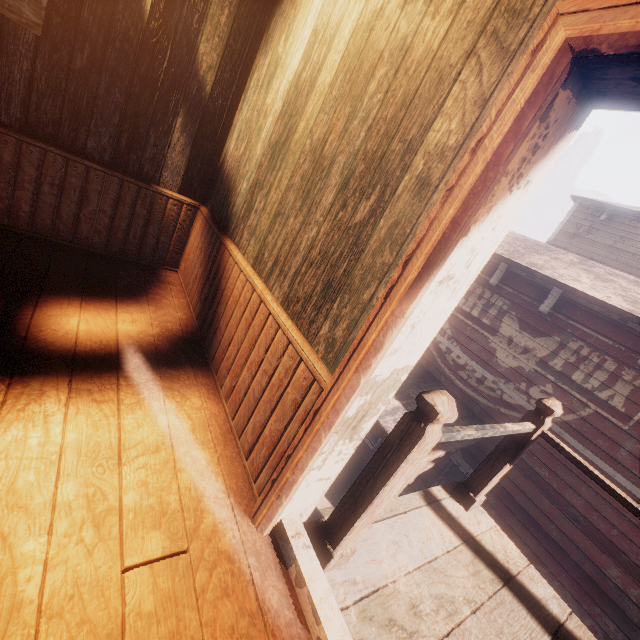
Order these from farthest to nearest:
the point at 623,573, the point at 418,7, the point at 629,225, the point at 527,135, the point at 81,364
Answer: the point at 629,225 → the point at 623,573 → the point at 81,364 → the point at 418,7 → the point at 527,135

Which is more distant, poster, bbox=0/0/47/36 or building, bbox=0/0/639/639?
poster, bbox=0/0/47/36

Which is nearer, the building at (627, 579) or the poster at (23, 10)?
the building at (627, 579)
